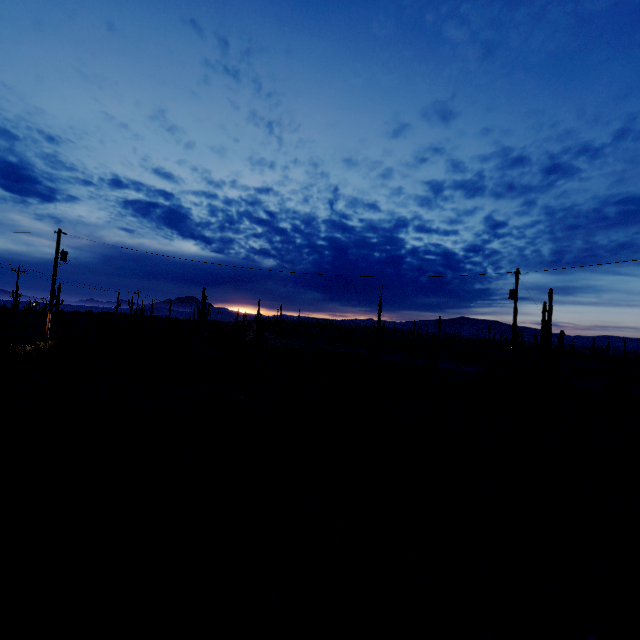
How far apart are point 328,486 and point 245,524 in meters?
2.3
